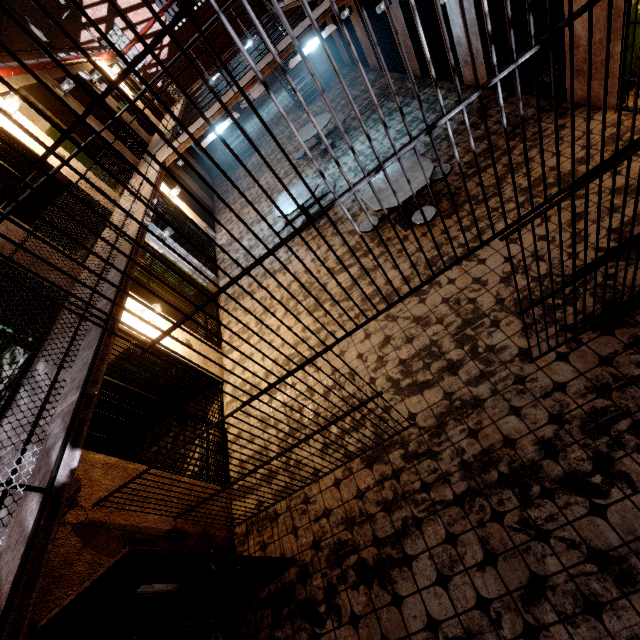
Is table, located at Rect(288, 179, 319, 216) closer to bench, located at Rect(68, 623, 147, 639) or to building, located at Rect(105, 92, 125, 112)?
building, located at Rect(105, 92, 125, 112)

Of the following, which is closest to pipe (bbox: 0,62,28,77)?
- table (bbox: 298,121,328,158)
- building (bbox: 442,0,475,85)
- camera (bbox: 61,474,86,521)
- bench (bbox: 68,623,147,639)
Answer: building (bbox: 442,0,475,85)

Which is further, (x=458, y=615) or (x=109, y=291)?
(x=109, y=291)

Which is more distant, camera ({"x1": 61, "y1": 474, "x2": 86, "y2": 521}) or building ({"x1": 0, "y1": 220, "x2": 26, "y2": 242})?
building ({"x1": 0, "y1": 220, "x2": 26, "y2": 242})

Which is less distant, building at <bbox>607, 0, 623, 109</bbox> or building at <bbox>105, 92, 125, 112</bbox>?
building at <bbox>607, 0, 623, 109</bbox>

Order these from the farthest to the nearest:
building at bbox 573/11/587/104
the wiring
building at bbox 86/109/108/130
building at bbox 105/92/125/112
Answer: building at bbox 105/92/125/112 < building at bbox 86/109/108/130 < building at bbox 573/11/587/104 < the wiring

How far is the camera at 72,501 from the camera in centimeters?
285cm

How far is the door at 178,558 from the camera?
2.46m
